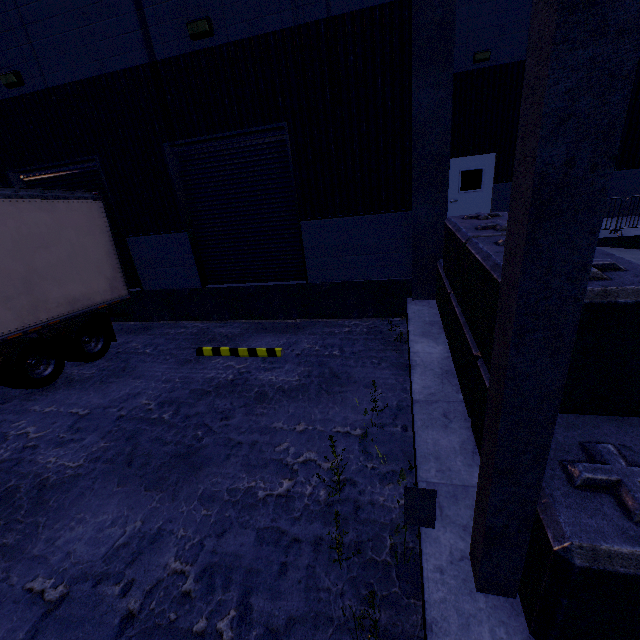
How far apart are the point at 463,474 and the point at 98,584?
3.6m

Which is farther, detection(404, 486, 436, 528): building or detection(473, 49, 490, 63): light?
detection(473, 49, 490, 63): light

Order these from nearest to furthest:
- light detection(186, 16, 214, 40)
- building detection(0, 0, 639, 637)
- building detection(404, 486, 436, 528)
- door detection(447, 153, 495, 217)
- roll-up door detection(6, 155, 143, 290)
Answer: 1. building detection(0, 0, 639, 637)
2. building detection(404, 486, 436, 528)
3. light detection(186, 16, 214, 40)
4. roll-up door detection(6, 155, 143, 290)
5. door detection(447, 153, 495, 217)

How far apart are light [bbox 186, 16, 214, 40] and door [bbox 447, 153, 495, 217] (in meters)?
8.44

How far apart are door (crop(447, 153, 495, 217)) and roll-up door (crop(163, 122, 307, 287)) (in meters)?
7.03

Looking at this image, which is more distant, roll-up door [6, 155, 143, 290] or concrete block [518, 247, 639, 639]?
roll-up door [6, 155, 143, 290]

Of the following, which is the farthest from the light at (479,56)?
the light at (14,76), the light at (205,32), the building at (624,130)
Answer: the light at (14,76)

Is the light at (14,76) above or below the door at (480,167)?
above
